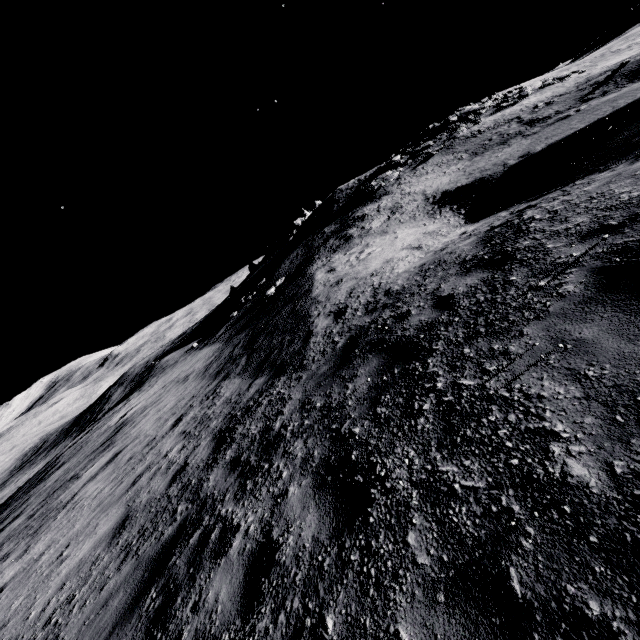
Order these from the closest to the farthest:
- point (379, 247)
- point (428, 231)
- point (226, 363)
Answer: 1. point (428, 231)
2. point (226, 363)
3. point (379, 247)
